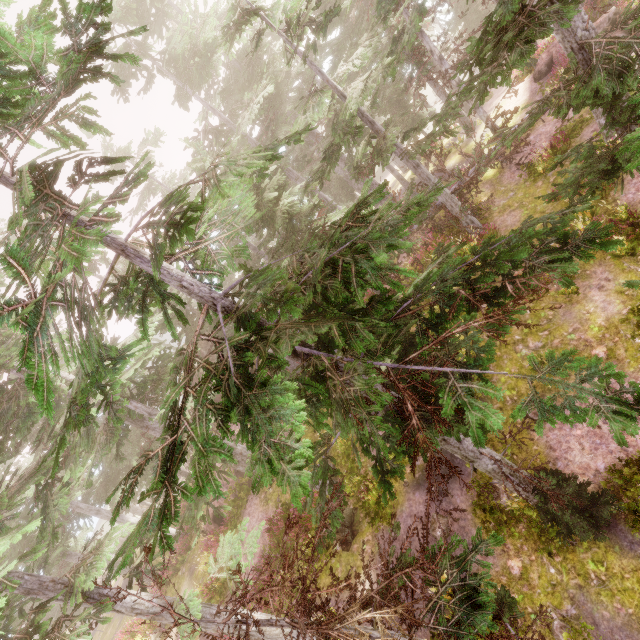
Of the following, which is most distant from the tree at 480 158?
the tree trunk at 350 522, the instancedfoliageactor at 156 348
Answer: the tree trunk at 350 522

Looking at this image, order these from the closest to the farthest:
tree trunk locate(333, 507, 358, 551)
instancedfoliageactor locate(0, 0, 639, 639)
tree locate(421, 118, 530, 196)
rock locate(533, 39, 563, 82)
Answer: instancedfoliageactor locate(0, 0, 639, 639), tree trunk locate(333, 507, 358, 551), tree locate(421, 118, 530, 196), rock locate(533, 39, 563, 82)

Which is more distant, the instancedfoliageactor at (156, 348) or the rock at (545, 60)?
the rock at (545, 60)

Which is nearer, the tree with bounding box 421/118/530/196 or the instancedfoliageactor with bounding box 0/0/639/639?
the instancedfoliageactor with bounding box 0/0/639/639

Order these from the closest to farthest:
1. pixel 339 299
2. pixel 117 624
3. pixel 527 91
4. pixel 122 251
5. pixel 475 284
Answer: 1. pixel 122 251
2. pixel 475 284
3. pixel 339 299
4. pixel 527 91
5. pixel 117 624

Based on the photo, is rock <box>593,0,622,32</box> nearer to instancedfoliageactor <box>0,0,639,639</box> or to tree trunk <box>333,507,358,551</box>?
instancedfoliageactor <box>0,0,639,639</box>

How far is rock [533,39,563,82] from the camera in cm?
1753

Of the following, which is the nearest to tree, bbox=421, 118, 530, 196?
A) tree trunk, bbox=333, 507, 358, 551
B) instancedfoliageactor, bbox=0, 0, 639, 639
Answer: instancedfoliageactor, bbox=0, 0, 639, 639
